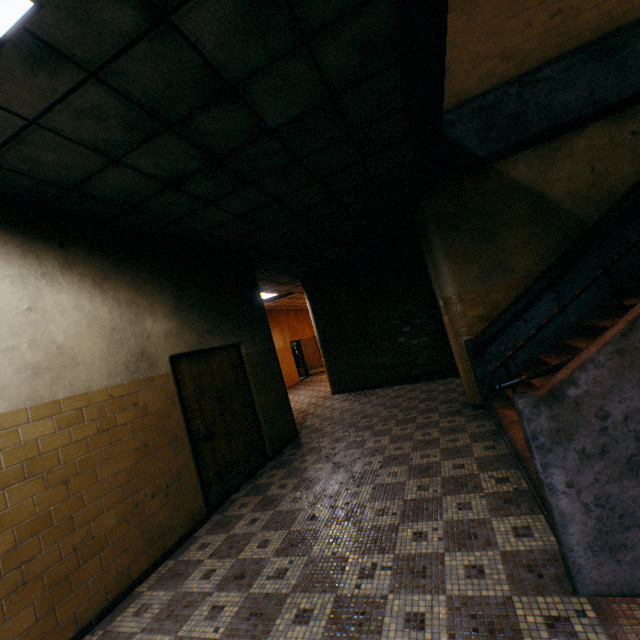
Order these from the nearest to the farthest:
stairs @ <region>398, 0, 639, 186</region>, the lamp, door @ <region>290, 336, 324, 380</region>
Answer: the lamp → stairs @ <region>398, 0, 639, 186</region> → door @ <region>290, 336, 324, 380</region>

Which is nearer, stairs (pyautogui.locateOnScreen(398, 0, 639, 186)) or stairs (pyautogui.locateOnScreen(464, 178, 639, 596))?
stairs (pyautogui.locateOnScreen(464, 178, 639, 596))

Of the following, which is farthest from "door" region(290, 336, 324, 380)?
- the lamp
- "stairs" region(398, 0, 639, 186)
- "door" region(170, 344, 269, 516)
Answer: the lamp

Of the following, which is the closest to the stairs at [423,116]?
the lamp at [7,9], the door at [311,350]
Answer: the lamp at [7,9]

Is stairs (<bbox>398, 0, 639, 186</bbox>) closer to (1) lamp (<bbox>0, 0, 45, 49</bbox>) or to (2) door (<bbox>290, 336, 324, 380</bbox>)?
(1) lamp (<bbox>0, 0, 45, 49</bbox>)

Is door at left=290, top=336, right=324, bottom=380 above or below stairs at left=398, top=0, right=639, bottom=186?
below

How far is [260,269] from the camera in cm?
817

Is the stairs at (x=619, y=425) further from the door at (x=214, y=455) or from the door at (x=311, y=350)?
the door at (x=311, y=350)
